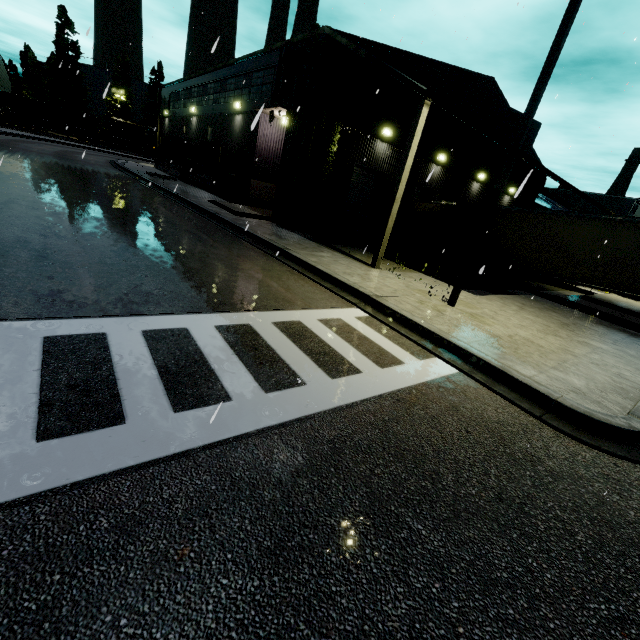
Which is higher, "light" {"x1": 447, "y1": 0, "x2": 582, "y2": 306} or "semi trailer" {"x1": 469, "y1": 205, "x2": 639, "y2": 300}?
"light" {"x1": 447, "y1": 0, "x2": 582, "y2": 306}

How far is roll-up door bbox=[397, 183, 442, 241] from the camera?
19.7 meters

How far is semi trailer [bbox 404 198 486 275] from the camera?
16.90m

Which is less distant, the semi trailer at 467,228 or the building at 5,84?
the semi trailer at 467,228

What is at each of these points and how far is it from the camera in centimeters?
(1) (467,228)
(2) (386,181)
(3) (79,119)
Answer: (1) semi trailer, 1694cm
(2) roll-up door, 1809cm
(3) coal car, 5184cm

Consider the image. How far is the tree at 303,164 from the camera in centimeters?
1318cm

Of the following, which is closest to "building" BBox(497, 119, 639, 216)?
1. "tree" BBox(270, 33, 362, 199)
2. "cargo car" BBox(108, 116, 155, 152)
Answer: "tree" BBox(270, 33, 362, 199)
